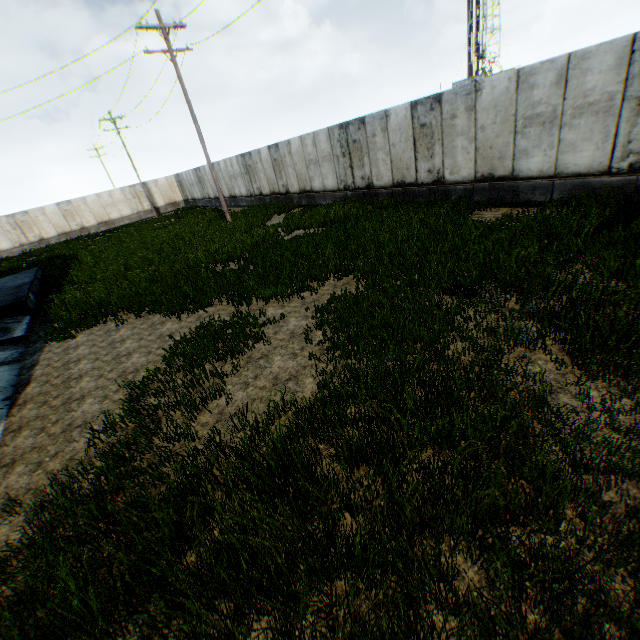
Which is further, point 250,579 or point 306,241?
point 306,241
